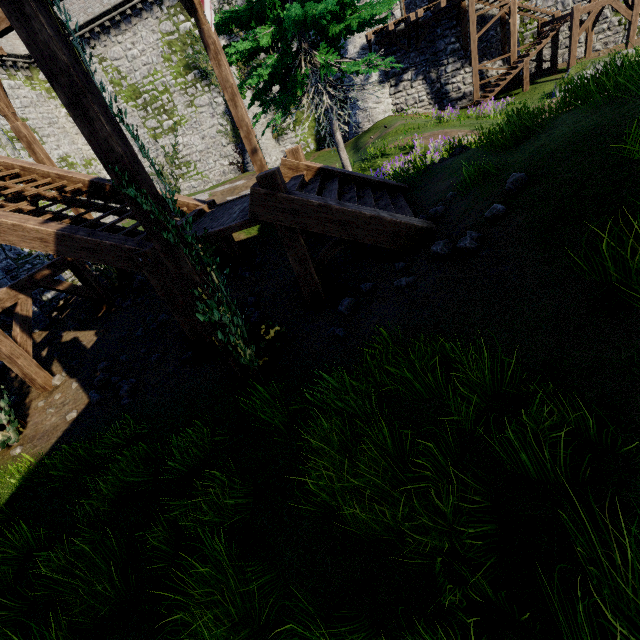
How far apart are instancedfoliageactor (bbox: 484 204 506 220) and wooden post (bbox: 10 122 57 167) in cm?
1142

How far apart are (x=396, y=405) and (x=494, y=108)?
Answer: 19.90m

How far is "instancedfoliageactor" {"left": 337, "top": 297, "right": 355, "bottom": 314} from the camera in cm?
553

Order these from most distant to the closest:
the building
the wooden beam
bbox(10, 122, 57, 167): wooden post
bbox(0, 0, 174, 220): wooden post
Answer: the building → bbox(10, 122, 57, 167): wooden post → the wooden beam → bbox(0, 0, 174, 220): wooden post

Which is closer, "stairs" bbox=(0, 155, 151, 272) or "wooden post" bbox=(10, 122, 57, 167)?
"stairs" bbox=(0, 155, 151, 272)

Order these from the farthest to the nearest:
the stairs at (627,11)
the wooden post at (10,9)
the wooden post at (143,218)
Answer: the stairs at (627,11), the wooden post at (143,218), the wooden post at (10,9)

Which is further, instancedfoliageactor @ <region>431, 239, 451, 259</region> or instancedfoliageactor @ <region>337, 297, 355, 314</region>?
instancedfoliageactor @ <region>337, 297, 355, 314</region>

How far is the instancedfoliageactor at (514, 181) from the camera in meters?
4.1
